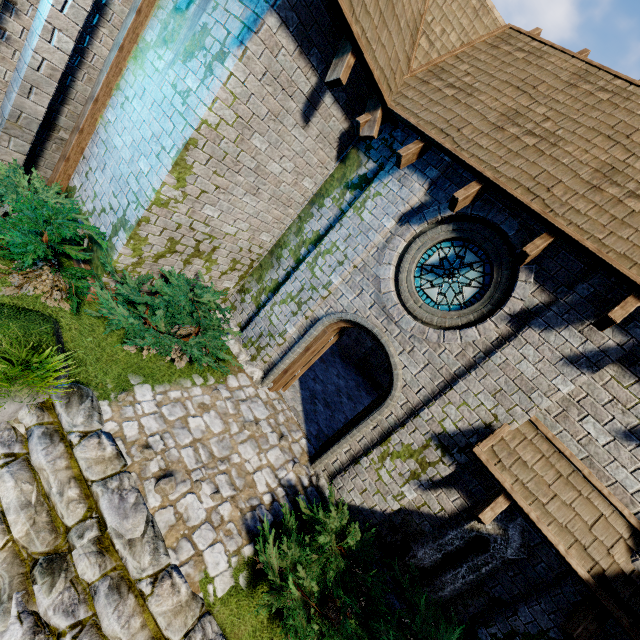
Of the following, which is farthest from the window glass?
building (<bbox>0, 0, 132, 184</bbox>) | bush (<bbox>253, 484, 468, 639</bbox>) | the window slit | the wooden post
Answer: the wooden post

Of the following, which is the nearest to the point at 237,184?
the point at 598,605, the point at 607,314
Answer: the point at 607,314

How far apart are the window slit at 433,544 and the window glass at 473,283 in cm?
297

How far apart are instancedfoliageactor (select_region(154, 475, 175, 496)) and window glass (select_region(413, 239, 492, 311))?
5.02m

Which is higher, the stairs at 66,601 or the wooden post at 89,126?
the wooden post at 89,126

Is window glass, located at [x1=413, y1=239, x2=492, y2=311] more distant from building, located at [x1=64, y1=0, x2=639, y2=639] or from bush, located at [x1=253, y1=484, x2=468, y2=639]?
bush, located at [x1=253, y1=484, x2=468, y2=639]

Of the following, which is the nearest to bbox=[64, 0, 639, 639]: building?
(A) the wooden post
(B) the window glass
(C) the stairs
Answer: (A) the wooden post

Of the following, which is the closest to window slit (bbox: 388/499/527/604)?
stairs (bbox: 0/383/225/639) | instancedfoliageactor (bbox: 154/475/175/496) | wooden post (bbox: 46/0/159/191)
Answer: stairs (bbox: 0/383/225/639)
